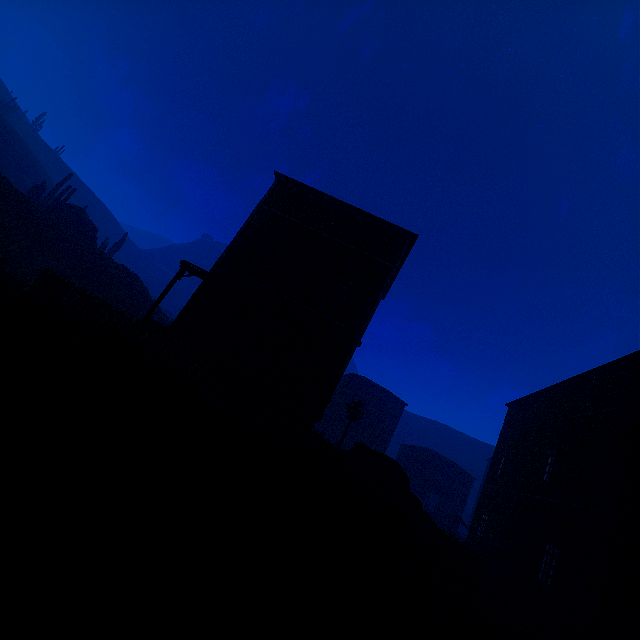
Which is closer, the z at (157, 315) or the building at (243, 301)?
the building at (243, 301)

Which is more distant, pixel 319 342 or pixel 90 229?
pixel 90 229

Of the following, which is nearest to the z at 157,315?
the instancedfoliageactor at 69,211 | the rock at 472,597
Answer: the rock at 472,597

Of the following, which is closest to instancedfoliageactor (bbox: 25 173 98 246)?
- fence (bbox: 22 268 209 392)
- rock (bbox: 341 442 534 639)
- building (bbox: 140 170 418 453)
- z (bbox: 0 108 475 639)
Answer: z (bbox: 0 108 475 639)

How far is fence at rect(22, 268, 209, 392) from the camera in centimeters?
785cm

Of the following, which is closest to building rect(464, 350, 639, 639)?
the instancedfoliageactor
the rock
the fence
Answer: the rock

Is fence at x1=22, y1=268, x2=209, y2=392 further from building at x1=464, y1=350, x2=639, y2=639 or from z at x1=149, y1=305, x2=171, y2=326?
building at x1=464, y1=350, x2=639, y2=639

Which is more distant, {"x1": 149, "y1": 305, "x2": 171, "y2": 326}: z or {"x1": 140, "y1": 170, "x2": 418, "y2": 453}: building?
{"x1": 149, "y1": 305, "x2": 171, "y2": 326}: z
